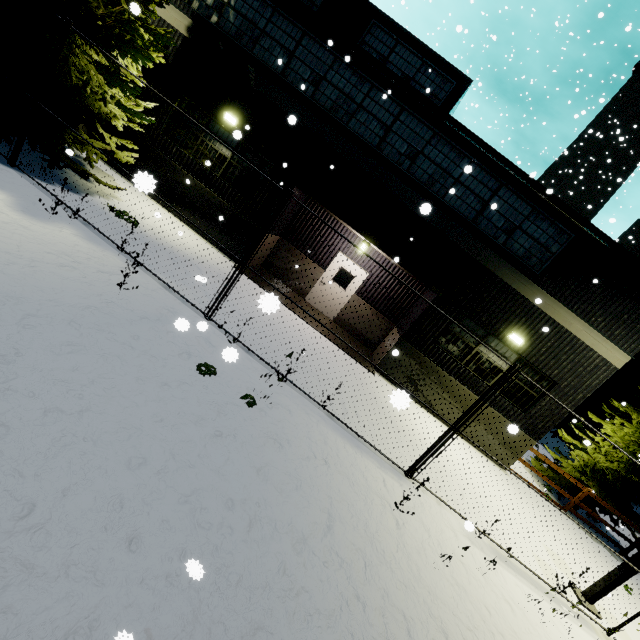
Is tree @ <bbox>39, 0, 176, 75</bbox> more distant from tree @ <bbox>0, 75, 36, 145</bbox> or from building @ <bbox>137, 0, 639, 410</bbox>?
tree @ <bbox>0, 75, 36, 145</bbox>

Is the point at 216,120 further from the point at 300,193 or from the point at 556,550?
the point at 556,550

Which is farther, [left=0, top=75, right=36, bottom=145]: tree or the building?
the building

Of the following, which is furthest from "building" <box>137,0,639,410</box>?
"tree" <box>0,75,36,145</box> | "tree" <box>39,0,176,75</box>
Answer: "tree" <box>0,75,36,145</box>

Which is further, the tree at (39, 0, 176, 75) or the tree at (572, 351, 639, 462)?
the tree at (572, 351, 639, 462)

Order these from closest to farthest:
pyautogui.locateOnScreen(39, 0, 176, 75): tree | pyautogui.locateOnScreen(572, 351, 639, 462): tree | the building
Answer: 1. pyautogui.locateOnScreen(39, 0, 176, 75): tree
2. the building
3. pyautogui.locateOnScreen(572, 351, 639, 462): tree

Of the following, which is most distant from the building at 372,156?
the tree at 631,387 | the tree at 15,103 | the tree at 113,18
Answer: the tree at 631,387
